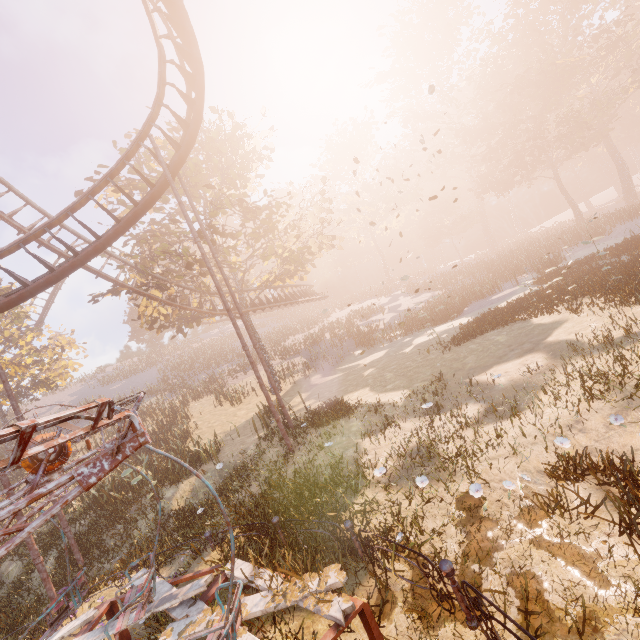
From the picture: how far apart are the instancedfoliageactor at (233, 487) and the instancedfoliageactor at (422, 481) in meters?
3.1 m

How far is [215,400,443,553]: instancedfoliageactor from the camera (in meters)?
5.71

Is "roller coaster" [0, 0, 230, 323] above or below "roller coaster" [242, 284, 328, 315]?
above

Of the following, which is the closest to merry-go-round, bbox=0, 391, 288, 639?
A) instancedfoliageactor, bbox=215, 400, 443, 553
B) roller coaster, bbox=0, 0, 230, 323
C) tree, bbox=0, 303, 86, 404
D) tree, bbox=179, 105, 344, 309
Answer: instancedfoliageactor, bbox=215, 400, 443, 553

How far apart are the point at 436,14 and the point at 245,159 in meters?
46.0

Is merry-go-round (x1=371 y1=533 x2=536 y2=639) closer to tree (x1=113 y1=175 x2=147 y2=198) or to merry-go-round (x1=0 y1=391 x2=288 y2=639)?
merry-go-round (x1=0 y1=391 x2=288 y2=639)

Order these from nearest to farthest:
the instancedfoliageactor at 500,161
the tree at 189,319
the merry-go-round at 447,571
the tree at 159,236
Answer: the merry-go-round at 447,571 < the tree at 159,236 < the instancedfoliageactor at 500,161 < the tree at 189,319

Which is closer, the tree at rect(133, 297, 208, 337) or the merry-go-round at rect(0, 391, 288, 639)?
the merry-go-round at rect(0, 391, 288, 639)
